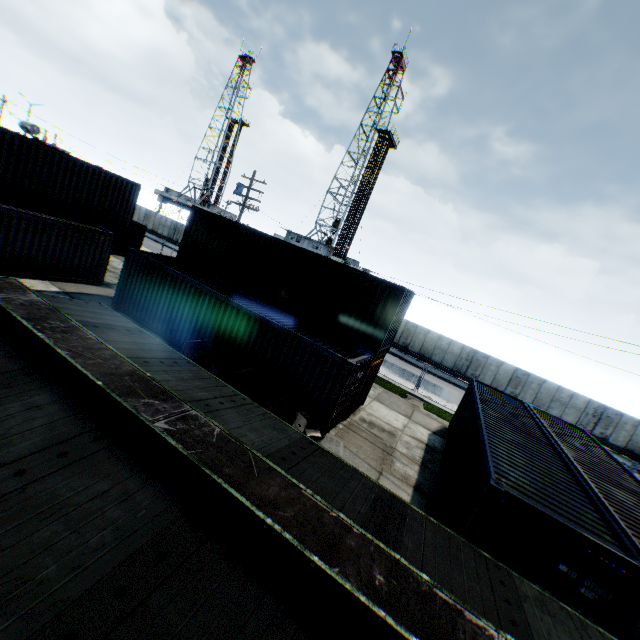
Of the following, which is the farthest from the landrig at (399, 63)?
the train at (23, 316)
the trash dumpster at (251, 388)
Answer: the train at (23, 316)

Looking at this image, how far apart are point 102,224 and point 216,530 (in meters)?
20.68

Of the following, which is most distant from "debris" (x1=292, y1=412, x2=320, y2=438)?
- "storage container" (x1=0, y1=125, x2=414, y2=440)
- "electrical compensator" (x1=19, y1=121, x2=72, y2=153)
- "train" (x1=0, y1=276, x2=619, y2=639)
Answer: "electrical compensator" (x1=19, y1=121, x2=72, y2=153)

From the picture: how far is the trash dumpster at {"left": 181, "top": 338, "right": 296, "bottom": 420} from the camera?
10.5m

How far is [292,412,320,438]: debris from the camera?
10.5 meters

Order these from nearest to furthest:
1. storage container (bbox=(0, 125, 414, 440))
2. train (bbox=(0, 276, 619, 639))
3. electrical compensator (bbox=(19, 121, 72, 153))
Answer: train (bbox=(0, 276, 619, 639))
storage container (bbox=(0, 125, 414, 440))
electrical compensator (bbox=(19, 121, 72, 153))

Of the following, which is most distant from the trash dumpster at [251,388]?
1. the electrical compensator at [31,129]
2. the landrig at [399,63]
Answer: the landrig at [399,63]

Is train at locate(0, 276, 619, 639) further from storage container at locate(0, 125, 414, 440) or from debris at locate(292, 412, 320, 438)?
storage container at locate(0, 125, 414, 440)
